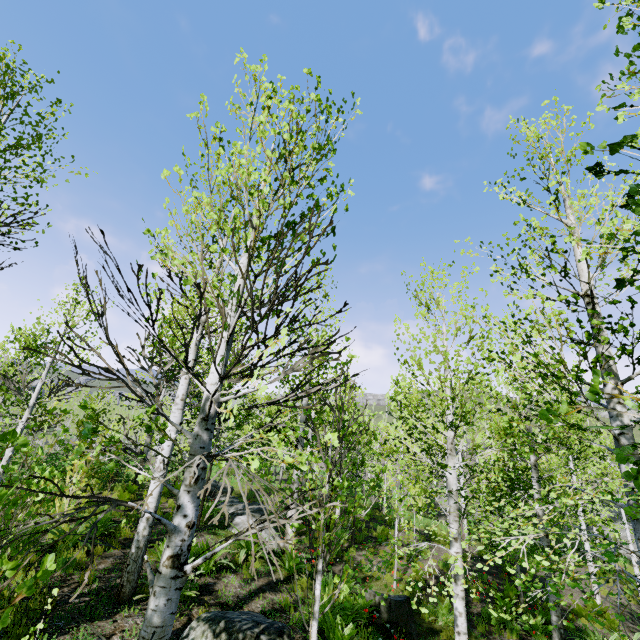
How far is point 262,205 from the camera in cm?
214

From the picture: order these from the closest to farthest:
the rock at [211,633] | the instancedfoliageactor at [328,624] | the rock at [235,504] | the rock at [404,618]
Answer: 1. the instancedfoliageactor at [328,624]
2. the rock at [211,633]
3. the rock at [404,618]
4. the rock at [235,504]

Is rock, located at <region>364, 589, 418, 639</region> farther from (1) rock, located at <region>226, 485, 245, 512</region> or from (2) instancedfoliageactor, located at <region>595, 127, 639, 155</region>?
(1) rock, located at <region>226, 485, 245, 512</region>

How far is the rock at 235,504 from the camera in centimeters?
1348cm

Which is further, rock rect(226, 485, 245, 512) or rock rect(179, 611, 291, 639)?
rock rect(226, 485, 245, 512)

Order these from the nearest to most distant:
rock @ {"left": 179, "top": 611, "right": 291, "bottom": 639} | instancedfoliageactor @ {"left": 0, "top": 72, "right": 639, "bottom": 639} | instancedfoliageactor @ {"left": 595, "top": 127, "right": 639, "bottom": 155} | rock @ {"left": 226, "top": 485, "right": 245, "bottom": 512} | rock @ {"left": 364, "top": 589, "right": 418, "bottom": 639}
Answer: instancedfoliageactor @ {"left": 595, "top": 127, "right": 639, "bottom": 155} < instancedfoliageactor @ {"left": 0, "top": 72, "right": 639, "bottom": 639} < rock @ {"left": 179, "top": 611, "right": 291, "bottom": 639} < rock @ {"left": 364, "top": 589, "right": 418, "bottom": 639} < rock @ {"left": 226, "top": 485, "right": 245, "bottom": 512}

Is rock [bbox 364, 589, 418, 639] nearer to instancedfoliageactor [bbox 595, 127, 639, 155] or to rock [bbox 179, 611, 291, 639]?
instancedfoliageactor [bbox 595, 127, 639, 155]
